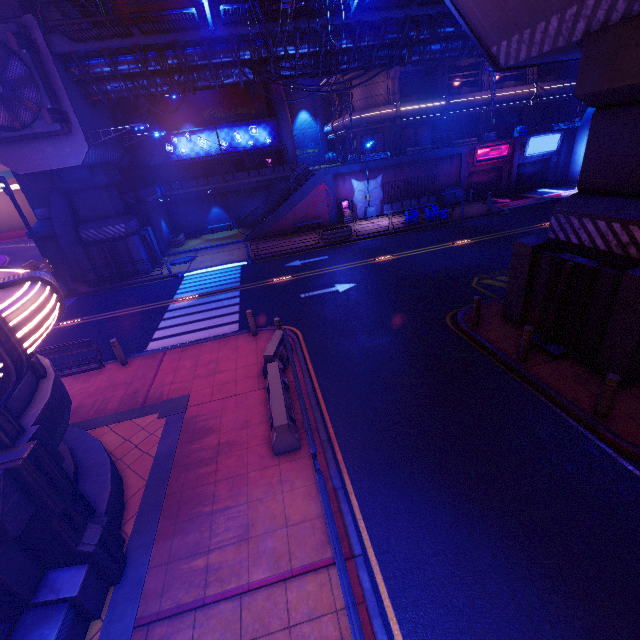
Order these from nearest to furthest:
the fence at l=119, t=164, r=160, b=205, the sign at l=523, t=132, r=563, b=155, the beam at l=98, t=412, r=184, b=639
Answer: the beam at l=98, t=412, r=184, b=639
the fence at l=119, t=164, r=160, b=205
the sign at l=523, t=132, r=563, b=155

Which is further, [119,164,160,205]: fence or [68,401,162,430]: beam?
[119,164,160,205]: fence

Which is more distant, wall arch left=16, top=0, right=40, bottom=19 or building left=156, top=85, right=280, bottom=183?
building left=156, top=85, right=280, bottom=183

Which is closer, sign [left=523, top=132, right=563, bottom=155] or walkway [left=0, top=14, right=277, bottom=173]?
walkway [left=0, top=14, right=277, bottom=173]

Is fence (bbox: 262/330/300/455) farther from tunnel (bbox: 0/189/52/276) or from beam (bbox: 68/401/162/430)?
tunnel (bbox: 0/189/52/276)

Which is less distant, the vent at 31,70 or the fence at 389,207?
the vent at 31,70

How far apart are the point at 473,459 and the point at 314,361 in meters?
5.5

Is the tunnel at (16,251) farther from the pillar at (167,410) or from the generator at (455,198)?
the generator at (455,198)
